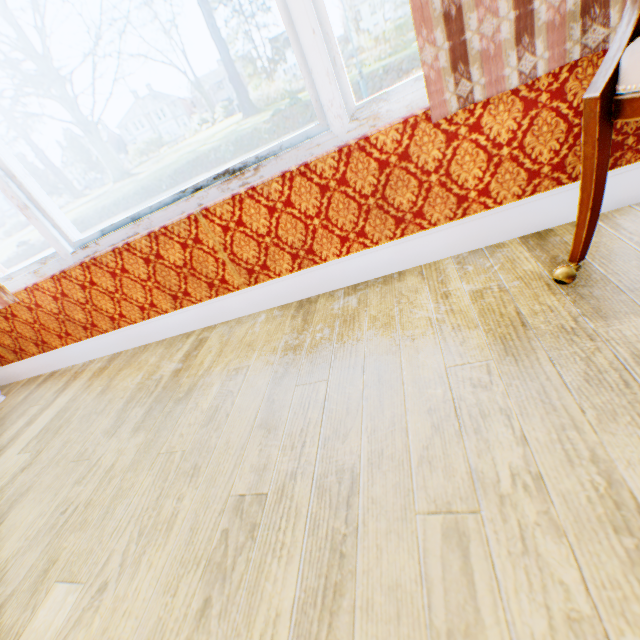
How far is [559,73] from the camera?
1.09m
